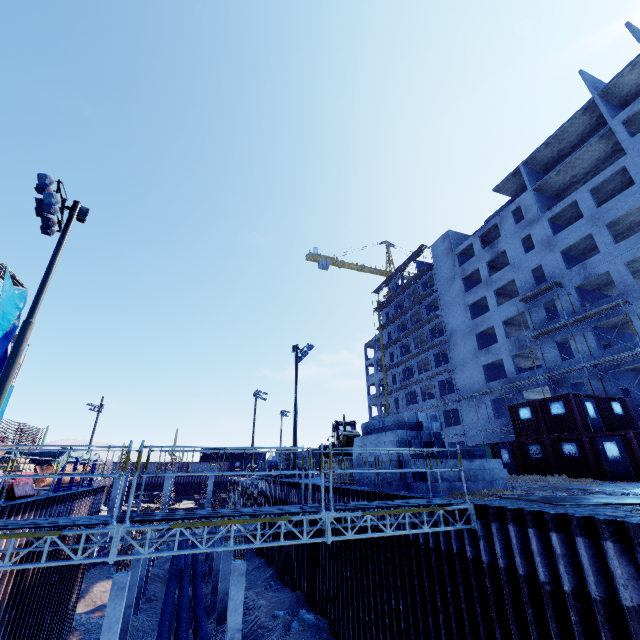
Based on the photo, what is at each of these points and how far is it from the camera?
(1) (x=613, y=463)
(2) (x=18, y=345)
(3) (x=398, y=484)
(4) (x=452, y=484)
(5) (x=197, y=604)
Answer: (1) cargo container, 18.5 meters
(2) floodlight pole, 11.0 meters
(3) concrete beam, 12.5 meters
(4) concrete beam, 11.3 meters
(5) pipe, 18.1 meters

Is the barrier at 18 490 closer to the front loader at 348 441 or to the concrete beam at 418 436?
the concrete beam at 418 436

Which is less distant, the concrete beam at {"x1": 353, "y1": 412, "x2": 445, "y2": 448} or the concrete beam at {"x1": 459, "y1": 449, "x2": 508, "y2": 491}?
the concrete beam at {"x1": 459, "y1": 449, "x2": 508, "y2": 491}

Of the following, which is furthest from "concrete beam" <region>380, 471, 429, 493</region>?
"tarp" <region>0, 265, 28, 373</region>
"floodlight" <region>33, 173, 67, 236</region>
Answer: "tarp" <region>0, 265, 28, 373</region>

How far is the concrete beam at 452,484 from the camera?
11.1m

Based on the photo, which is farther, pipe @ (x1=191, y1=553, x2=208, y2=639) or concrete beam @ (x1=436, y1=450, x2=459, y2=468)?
pipe @ (x1=191, y1=553, x2=208, y2=639)

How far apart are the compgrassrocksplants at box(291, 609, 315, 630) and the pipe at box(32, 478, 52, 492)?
12.2m

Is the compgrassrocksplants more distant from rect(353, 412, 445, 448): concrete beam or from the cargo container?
the cargo container
